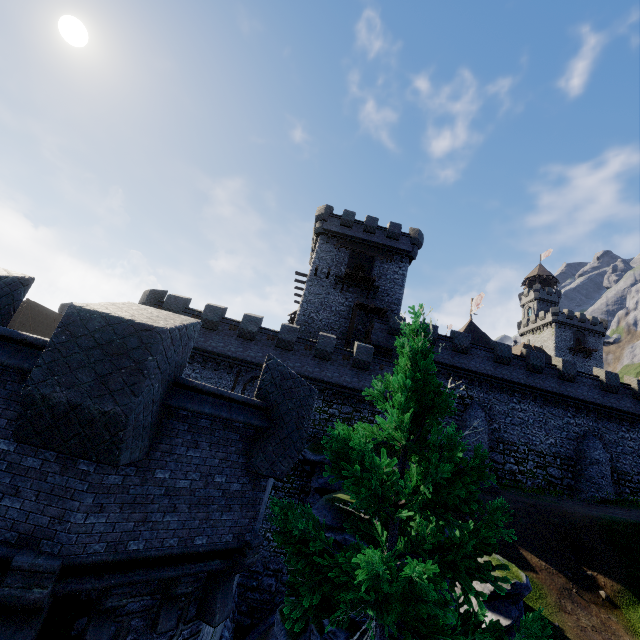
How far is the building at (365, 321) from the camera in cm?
3053

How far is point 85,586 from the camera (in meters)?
4.27

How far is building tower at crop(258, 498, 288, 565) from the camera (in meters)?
20.69

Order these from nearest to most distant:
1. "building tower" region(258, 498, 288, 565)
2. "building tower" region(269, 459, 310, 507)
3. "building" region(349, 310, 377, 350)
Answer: "building tower" region(258, 498, 288, 565)
"building tower" region(269, 459, 310, 507)
"building" region(349, 310, 377, 350)

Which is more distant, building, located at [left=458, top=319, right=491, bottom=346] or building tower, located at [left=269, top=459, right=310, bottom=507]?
building, located at [left=458, top=319, right=491, bottom=346]

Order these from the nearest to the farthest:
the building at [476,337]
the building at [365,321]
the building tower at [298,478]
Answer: the building tower at [298,478] → the building at [365,321] → the building at [476,337]
